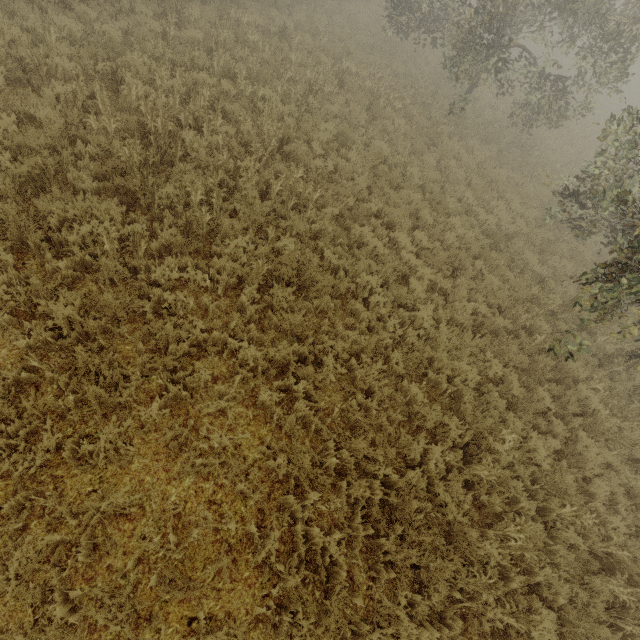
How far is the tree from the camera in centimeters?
668cm

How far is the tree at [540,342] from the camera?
6.68m

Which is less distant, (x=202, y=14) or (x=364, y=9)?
(x=202, y=14)
